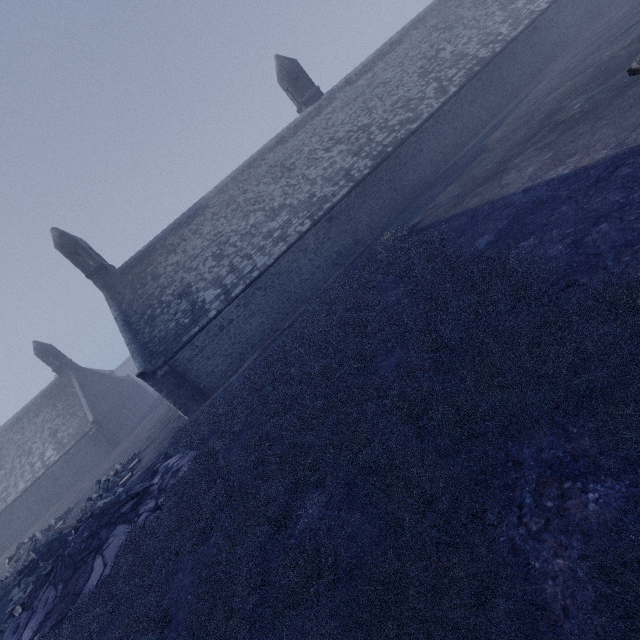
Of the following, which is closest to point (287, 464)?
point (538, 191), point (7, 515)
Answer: point (538, 191)

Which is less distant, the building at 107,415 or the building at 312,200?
the building at 312,200

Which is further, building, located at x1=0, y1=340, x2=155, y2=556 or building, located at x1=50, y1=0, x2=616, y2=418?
building, located at x1=0, y1=340, x2=155, y2=556
